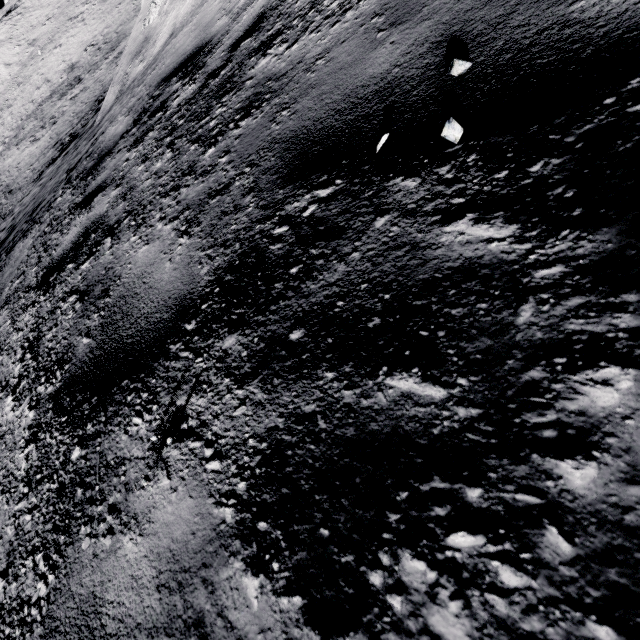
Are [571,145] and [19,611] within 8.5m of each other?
yes
